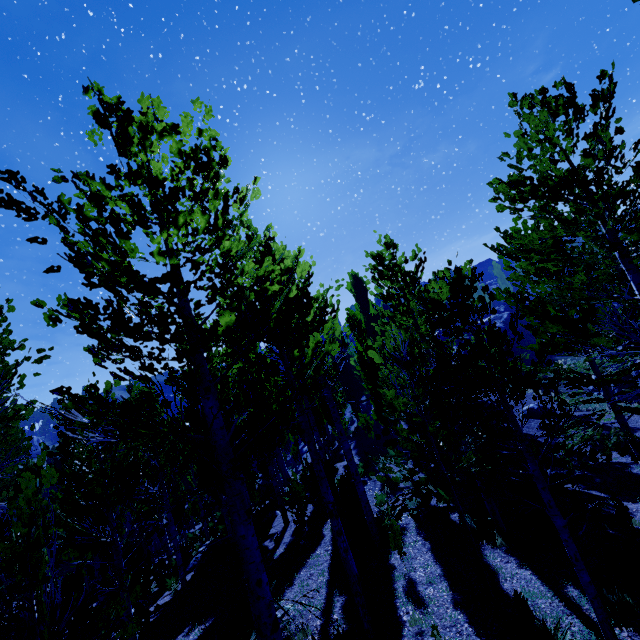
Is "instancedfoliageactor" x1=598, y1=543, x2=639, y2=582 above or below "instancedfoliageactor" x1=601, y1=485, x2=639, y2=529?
above

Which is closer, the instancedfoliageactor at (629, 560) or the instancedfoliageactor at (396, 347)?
the instancedfoliageactor at (396, 347)

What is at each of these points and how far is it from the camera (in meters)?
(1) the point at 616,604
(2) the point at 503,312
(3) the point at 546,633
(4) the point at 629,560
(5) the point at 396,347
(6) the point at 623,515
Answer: (1) instancedfoliageactor, 5.70
(2) rock, 48.50
(3) instancedfoliageactor, 5.22
(4) instancedfoliageactor, 6.42
(5) instancedfoliageactor, 9.66
(6) instancedfoliageactor, 8.08

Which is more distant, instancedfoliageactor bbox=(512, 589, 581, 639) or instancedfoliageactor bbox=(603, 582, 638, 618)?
instancedfoliageactor bbox=(603, 582, 638, 618)

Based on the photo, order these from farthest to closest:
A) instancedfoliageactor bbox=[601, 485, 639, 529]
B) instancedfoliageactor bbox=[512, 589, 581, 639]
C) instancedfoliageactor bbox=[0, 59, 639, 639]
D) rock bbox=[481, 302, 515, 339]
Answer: rock bbox=[481, 302, 515, 339] → instancedfoliageactor bbox=[601, 485, 639, 529] → instancedfoliageactor bbox=[512, 589, 581, 639] → instancedfoliageactor bbox=[0, 59, 639, 639]

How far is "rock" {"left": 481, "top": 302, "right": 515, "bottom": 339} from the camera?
39.4m

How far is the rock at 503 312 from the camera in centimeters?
3938cm
